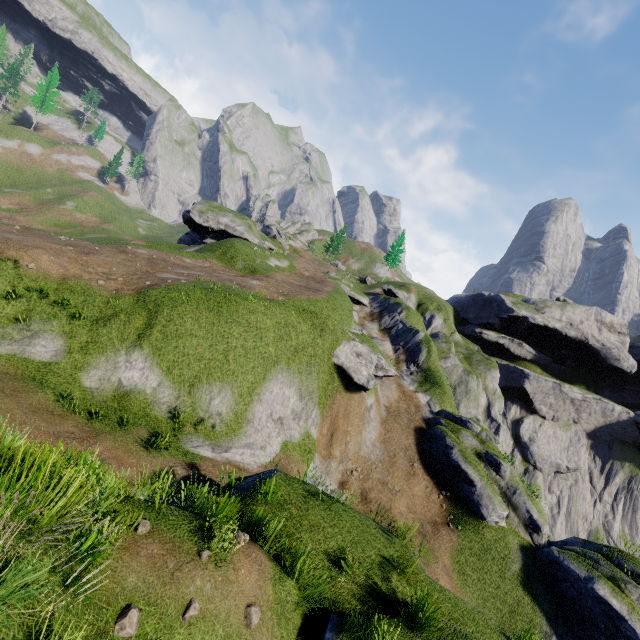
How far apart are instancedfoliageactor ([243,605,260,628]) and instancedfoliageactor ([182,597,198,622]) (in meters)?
0.91

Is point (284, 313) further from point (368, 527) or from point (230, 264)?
point (230, 264)

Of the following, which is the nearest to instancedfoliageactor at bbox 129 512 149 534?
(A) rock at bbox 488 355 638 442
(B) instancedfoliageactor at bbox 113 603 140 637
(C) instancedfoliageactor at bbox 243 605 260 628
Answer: (B) instancedfoliageactor at bbox 113 603 140 637

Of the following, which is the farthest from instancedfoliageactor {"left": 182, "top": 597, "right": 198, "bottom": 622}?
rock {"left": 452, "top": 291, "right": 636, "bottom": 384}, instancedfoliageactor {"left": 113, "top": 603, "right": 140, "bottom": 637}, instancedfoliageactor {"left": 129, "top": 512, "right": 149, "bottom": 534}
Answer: rock {"left": 452, "top": 291, "right": 636, "bottom": 384}

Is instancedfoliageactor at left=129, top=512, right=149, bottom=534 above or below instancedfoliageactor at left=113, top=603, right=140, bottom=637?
above

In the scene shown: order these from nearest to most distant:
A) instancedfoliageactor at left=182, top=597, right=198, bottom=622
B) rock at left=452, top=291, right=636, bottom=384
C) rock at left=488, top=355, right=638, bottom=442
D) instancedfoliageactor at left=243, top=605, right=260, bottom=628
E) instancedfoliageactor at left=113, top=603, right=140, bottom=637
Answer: instancedfoliageactor at left=113, top=603, right=140, bottom=637 < instancedfoliageactor at left=182, top=597, right=198, bottom=622 < instancedfoliageactor at left=243, top=605, right=260, bottom=628 < rock at left=488, top=355, right=638, bottom=442 < rock at left=452, top=291, right=636, bottom=384

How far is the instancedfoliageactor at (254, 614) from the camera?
5.6 meters

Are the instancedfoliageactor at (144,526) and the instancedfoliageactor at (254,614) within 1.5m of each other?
no
